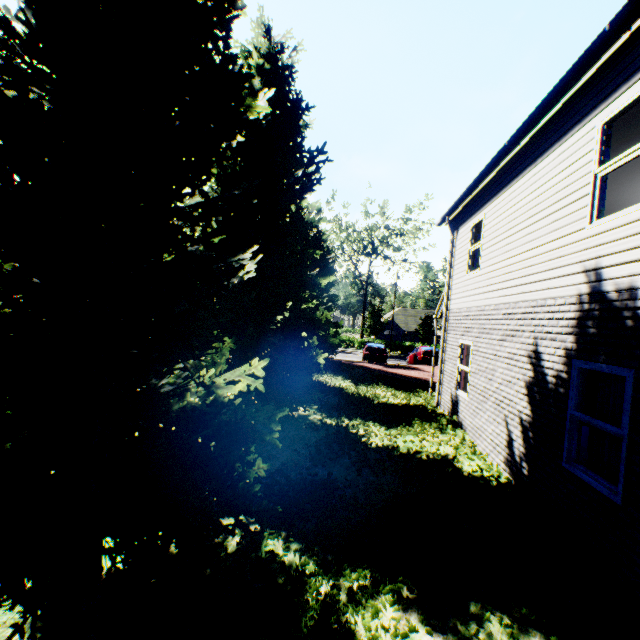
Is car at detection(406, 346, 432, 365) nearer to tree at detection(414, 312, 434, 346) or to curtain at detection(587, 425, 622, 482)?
tree at detection(414, 312, 434, 346)

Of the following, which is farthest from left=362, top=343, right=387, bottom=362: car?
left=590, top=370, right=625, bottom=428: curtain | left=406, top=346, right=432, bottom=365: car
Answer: left=590, top=370, right=625, bottom=428: curtain

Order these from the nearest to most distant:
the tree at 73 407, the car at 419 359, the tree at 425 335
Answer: the tree at 73 407, the car at 419 359, the tree at 425 335

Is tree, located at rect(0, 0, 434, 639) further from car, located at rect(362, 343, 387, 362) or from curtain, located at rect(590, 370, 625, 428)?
curtain, located at rect(590, 370, 625, 428)

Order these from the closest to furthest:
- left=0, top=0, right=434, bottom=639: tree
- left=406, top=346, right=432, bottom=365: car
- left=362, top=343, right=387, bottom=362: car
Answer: left=0, top=0, right=434, bottom=639: tree < left=406, top=346, right=432, bottom=365: car < left=362, top=343, right=387, bottom=362: car

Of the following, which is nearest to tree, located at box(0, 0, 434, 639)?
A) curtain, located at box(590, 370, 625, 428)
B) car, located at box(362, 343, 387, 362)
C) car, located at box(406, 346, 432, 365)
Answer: car, located at box(362, 343, 387, 362)

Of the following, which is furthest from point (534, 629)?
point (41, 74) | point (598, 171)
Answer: point (41, 74)

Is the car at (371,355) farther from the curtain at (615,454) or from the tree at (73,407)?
the curtain at (615,454)
